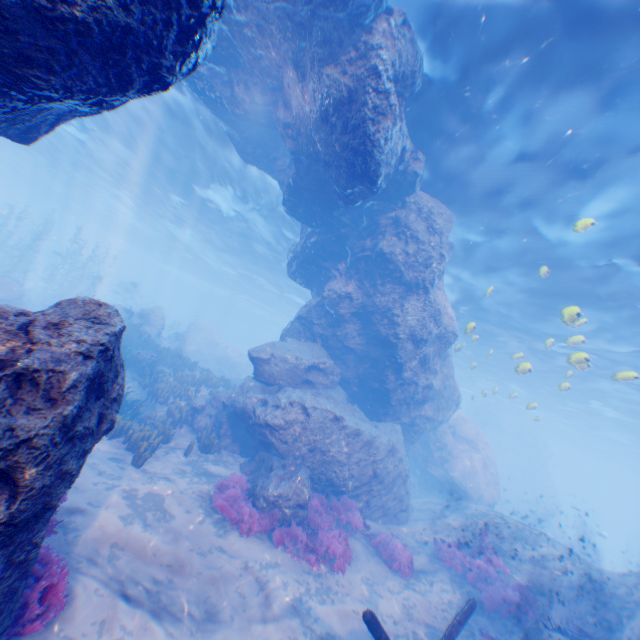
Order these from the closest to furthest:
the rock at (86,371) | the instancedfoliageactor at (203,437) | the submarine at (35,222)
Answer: the rock at (86,371)
the instancedfoliageactor at (203,437)
the submarine at (35,222)

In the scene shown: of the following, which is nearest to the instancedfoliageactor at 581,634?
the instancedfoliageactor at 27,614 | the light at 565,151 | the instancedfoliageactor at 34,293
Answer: the light at 565,151

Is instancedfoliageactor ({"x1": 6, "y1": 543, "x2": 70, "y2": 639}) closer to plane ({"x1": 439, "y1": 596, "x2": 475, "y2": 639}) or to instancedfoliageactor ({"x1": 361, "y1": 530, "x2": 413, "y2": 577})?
instancedfoliageactor ({"x1": 361, "y1": 530, "x2": 413, "y2": 577})

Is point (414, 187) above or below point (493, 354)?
below

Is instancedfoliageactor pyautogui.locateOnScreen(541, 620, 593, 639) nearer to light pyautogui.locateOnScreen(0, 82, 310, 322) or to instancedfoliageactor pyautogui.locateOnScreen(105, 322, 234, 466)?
light pyautogui.locateOnScreen(0, 82, 310, 322)

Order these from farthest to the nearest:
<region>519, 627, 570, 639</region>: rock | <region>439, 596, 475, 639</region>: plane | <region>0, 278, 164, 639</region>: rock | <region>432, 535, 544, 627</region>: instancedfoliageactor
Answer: <region>432, 535, 544, 627</region>: instancedfoliageactor
<region>519, 627, 570, 639</region>: rock
<region>439, 596, 475, 639</region>: plane
<region>0, 278, 164, 639</region>: rock

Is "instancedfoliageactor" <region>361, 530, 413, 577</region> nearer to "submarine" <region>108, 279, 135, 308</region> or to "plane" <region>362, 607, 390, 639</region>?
"plane" <region>362, 607, 390, 639</region>

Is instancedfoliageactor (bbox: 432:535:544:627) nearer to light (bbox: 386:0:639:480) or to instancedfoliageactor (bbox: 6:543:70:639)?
light (bbox: 386:0:639:480)
